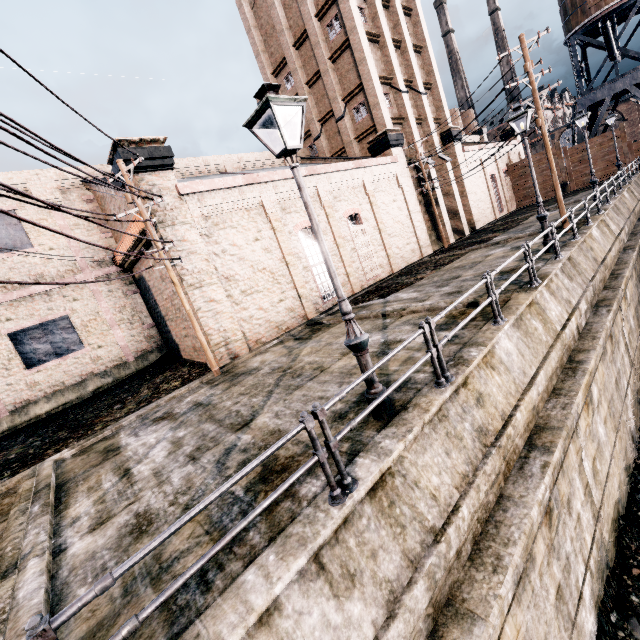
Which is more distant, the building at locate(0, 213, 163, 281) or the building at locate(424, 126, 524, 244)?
the building at locate(424, 126, 524, 244)

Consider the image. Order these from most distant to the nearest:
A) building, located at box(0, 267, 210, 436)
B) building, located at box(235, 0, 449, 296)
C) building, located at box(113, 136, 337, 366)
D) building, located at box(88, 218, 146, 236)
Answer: building, located at box(235, 0, 449, 296), building, located at box(0, 267, 210, 436), building, located at box(88, 218, 146, 236), building, located at box(113, 136, 337, 366)

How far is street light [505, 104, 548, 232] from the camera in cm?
1223

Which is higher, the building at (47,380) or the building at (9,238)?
the building at (9,238)

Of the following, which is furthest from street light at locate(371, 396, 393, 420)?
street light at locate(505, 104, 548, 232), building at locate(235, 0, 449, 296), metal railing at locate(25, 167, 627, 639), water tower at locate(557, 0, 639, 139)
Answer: water tower at locate(557, 0, 639, 139)

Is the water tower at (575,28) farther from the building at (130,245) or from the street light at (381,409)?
the street light at (381,409)

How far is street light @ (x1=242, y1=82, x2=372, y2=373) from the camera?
4.8m

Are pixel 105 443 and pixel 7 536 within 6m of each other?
yes
